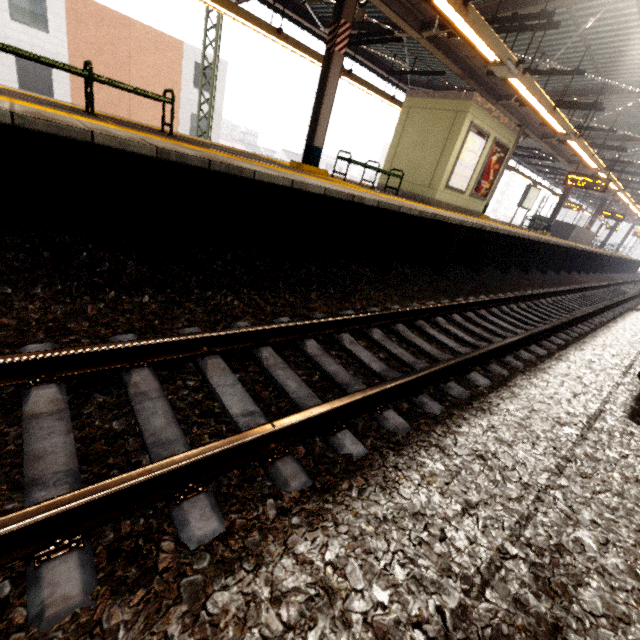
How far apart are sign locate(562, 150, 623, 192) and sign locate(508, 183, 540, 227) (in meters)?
2.23

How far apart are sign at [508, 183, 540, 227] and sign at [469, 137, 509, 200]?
6.4m

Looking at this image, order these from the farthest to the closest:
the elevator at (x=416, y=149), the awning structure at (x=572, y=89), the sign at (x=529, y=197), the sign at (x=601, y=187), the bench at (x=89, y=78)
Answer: the sign at (x=529, y=197) → the sign at (x=601, y=187) → the elevator at (x=416, y=149) → the awning structure at (x=572, y=89) → the bench at (x=89, y=78)

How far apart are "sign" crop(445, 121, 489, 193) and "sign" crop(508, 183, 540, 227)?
8.0 meters

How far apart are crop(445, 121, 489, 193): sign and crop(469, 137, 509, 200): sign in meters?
0.3 m

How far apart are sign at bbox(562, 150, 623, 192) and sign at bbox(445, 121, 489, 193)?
6.4m

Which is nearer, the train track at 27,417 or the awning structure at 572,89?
the train track at 27,417

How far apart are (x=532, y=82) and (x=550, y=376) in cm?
702
